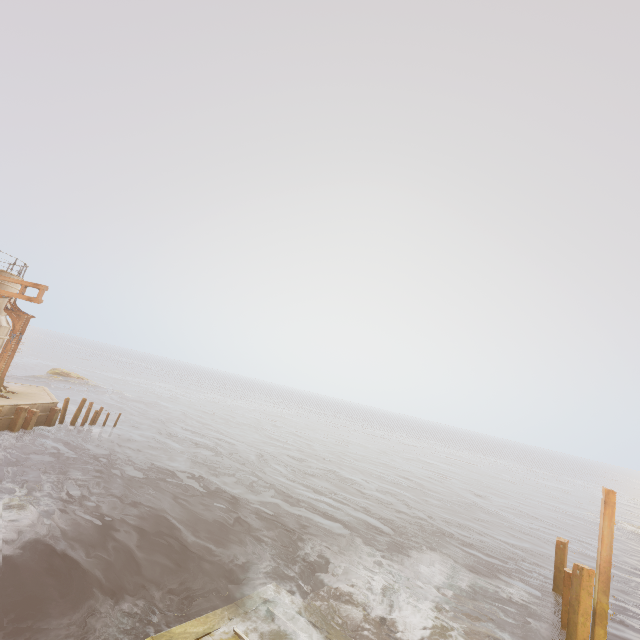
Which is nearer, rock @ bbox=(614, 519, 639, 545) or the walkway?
the walkway

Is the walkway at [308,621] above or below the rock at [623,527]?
above

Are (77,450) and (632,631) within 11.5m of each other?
no

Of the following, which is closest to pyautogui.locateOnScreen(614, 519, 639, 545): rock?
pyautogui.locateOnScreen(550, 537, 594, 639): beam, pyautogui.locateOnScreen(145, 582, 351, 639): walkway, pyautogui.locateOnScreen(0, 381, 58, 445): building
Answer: pyautogui.locateOnScreen(550, 537, 594, 639): beam

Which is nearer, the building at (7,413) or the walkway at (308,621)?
the walkway at (308,621)

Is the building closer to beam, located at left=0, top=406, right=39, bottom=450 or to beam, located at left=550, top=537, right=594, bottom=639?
beam, located at left=0, top=406, right=39, bottom=450

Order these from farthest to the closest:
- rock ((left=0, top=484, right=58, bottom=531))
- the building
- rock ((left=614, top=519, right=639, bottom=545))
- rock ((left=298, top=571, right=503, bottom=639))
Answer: rock ((left=614, top=519, right=639, bottom=545))
the building
rock ((left=0, top=484, right=58, bottom=531))
rock ((left=298, top=571, right=503, bottom=639))

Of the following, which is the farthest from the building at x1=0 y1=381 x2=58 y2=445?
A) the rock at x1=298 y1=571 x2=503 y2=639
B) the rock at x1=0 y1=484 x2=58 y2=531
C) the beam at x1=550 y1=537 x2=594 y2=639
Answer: the beam at x1=550 y1=537 x2=594 y2=639
